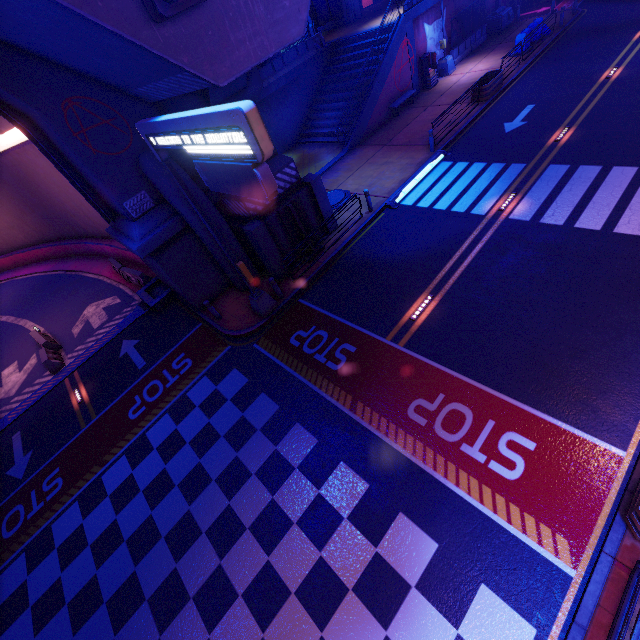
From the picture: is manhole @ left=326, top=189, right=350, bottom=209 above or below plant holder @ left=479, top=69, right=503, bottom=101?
below

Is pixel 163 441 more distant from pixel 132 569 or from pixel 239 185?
pixel 239 185

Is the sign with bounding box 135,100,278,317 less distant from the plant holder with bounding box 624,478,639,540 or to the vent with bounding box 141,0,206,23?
the vent with bounding box 141,0,206,23

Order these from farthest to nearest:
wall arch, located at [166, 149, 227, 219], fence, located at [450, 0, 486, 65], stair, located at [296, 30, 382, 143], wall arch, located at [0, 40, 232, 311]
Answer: fence, located at [450, 0, 486, 65] < stair, located at [296, 30, 382, 143] < wall arch, located at [166, 149, 227, 219] < wall arch, located at [0, 40, 232, 311]

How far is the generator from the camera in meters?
25.1

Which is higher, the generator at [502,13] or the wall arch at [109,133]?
the wall arch at [109,133]

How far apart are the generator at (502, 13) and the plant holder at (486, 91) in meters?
10.6

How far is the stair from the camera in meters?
22.4 m
